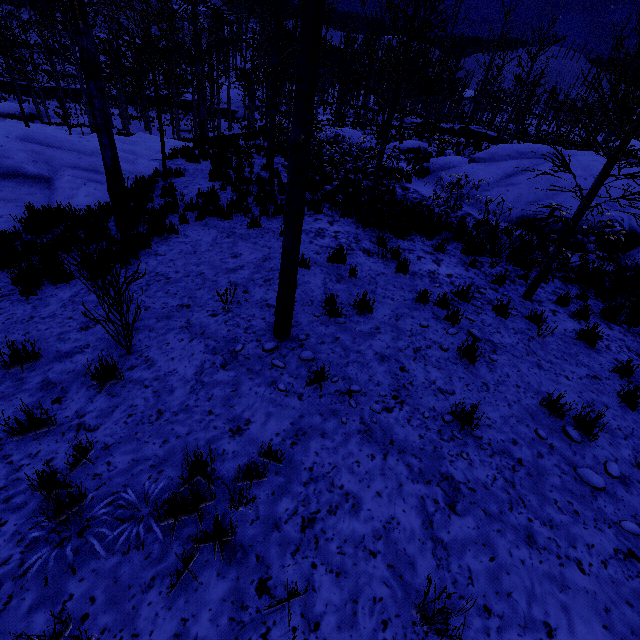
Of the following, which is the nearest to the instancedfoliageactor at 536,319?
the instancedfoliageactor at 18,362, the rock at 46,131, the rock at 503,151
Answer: the rock at 503,151

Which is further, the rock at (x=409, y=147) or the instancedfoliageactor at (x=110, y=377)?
the rock at (x=409, y=147)

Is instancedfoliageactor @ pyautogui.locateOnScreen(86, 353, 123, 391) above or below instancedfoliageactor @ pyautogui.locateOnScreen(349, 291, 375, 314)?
below

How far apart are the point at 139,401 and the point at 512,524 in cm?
403

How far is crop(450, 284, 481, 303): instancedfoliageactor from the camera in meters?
6.3

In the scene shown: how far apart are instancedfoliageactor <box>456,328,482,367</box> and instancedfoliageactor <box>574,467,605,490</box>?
1.7m

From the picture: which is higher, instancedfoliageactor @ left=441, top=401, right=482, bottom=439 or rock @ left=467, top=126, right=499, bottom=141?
rock @ left=467, top=126, right=499, bottom=141

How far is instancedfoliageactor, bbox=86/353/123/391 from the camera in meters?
3.6 m
